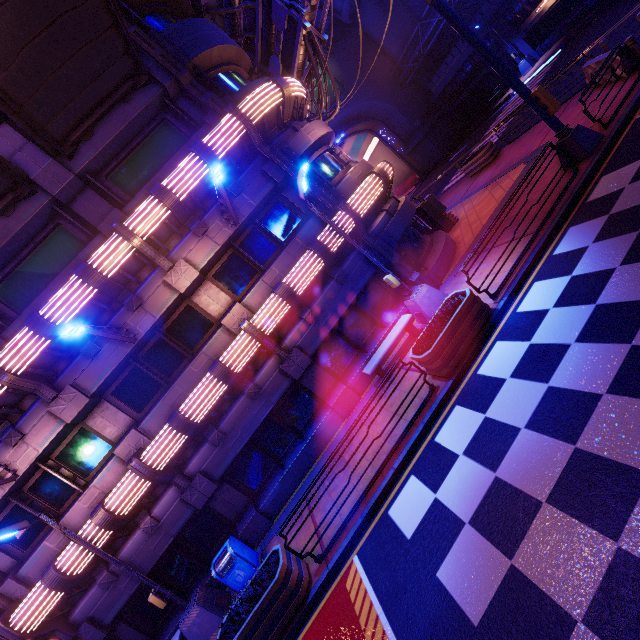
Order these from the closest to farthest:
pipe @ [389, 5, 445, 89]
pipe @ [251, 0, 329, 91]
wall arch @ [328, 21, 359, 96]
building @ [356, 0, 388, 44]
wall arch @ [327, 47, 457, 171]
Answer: pipe @ [251, 0, 329, 91], pipe @ [389, 5, 445, 89], building @ [356, 0, 388, 44], wall arch @ [328, 21, 359, 96], wall arch @ [327, 47, 457, 171]

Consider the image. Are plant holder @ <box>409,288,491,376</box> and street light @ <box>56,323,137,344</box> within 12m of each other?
yes

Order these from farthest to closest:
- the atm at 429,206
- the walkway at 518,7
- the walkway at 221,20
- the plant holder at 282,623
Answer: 1. the walkway at 518,7
2. the atm at 429,206
3. the walkway at 221,20
4. the plant holder at 282,623

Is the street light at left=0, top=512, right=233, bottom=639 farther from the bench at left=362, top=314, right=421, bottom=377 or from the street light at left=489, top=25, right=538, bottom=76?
the street light at left=489, top=25, right=538, bottom=76

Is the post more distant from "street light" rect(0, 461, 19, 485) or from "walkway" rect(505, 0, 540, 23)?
"street light" rect(0, 461, 19, 485)

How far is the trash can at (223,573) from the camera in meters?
9.0

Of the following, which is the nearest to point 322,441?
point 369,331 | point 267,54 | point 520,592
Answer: point 369,331

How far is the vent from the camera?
31.62m
